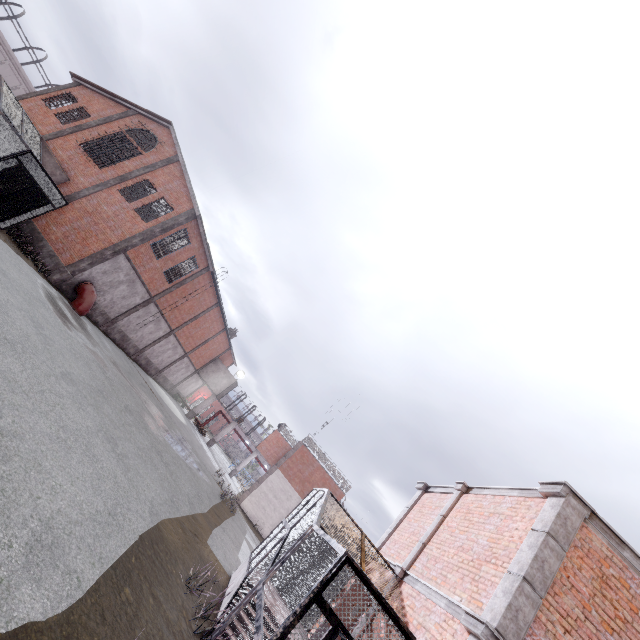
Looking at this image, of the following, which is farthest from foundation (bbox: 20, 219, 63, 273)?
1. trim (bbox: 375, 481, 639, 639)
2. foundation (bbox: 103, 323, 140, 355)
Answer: trim (bbox: 375, 481, 639, 639)

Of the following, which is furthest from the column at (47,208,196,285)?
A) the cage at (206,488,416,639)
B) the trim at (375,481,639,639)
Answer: the trim at (375,481,639,639)

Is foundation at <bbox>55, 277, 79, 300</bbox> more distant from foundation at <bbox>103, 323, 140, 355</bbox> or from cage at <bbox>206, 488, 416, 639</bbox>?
cage at <bbox>206, 488, 416, 639</bbox>

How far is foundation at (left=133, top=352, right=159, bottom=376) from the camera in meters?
29.0 m

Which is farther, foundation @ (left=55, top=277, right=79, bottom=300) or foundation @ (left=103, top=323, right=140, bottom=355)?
foundation @ (left=103, top=323, right=140, bottom=355)

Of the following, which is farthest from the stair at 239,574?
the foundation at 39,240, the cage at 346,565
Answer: the foundation at 39,240

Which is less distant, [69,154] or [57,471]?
[57,471]

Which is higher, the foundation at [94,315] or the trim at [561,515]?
the trim at [561,515]
